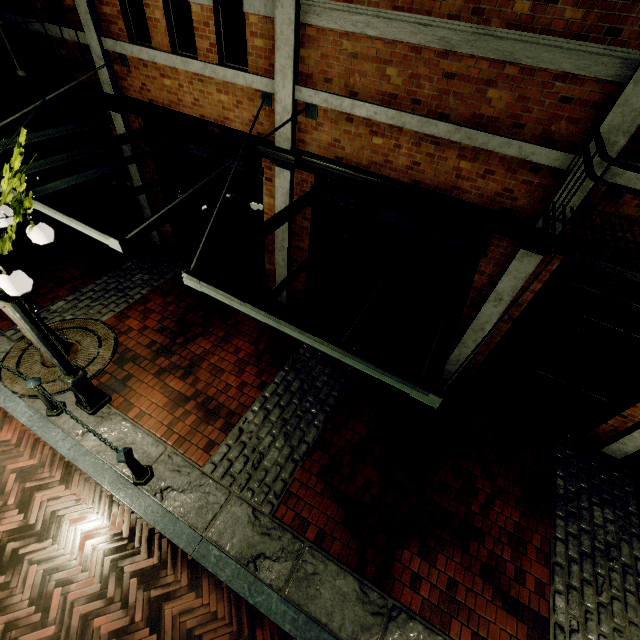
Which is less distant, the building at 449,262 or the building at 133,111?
the building at 133,111

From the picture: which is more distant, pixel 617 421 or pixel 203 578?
pixel 617 421

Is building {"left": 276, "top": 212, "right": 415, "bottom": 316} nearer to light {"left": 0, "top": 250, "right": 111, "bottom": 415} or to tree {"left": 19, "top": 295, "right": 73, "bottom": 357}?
tree {"left": 19, "top": 295, "right": 73, "bottom": 357}

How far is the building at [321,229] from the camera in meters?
5.9

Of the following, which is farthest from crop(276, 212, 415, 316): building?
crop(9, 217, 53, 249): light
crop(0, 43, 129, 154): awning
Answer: crop(9, 217, 53, 249): light

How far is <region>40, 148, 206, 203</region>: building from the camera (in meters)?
6.87

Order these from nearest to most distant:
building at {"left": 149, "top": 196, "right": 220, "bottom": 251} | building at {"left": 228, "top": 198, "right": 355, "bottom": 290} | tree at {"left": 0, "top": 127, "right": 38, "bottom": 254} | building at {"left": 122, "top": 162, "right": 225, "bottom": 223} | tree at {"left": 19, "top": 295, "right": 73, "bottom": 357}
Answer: tree at {"left": 0, "top": 127, "right": 38, "bottom": 254}, tree at {"left": 19, "top": 295, "right": 73, "bottom": 357}, building at {"left": 228, "top": 198, "right": 355, "bottom": 290}, building at {"left": 122, "top": 162, "right": 225, "bottom": 223}, building at {"left": 149, "top": 196, "right": 220, "bottom": 251}

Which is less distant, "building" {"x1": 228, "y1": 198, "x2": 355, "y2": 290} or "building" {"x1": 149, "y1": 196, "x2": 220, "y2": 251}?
"building" {"x1": 228, "y1": 198, "x2": 355, "y2": 290}
